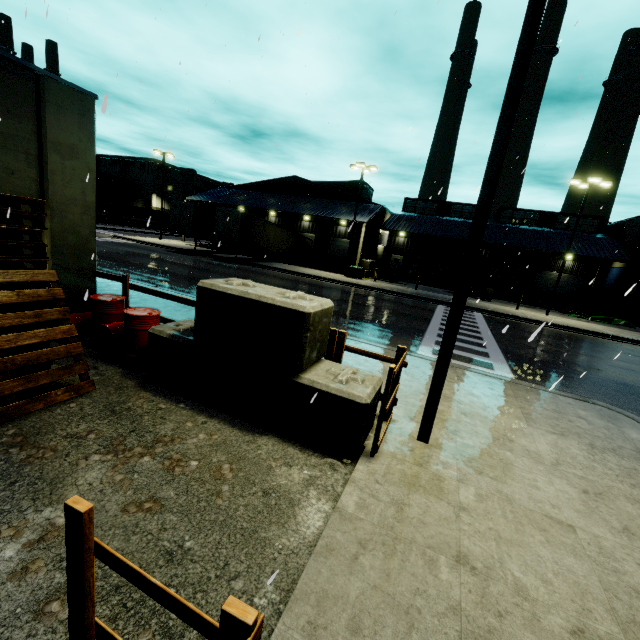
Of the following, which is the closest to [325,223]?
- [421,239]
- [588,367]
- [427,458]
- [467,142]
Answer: [421,239]

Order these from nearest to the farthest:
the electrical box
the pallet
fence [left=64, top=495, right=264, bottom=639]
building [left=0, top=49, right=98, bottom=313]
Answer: fence [left=64, top=495, right=264, bottom=639] < the pallet < building [left=0, top=49, right=98, bottom=313] < the electrical box

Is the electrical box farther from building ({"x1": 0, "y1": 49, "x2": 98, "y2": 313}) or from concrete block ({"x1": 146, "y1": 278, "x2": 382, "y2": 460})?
concrete block ({"x1": 146, "y1": 278, "x2": 382, "y2": 460})

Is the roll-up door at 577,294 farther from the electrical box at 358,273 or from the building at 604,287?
the electrical box at 358,273

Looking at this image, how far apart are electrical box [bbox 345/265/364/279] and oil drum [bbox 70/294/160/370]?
23.5m

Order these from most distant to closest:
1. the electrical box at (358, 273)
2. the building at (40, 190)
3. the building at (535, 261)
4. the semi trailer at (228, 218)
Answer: the building at (535, 261)
the electrical box at (358, 273)
the semi trailer at (228, 218)
the building at (40, 190)

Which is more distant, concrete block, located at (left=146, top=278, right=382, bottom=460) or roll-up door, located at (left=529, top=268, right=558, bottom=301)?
roll-up door, located at (left=529, top=268, right=558, bottom=301)

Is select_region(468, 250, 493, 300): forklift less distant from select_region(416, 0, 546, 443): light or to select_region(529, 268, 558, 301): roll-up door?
select_region(529, 268, 558, 301): roll-up door
